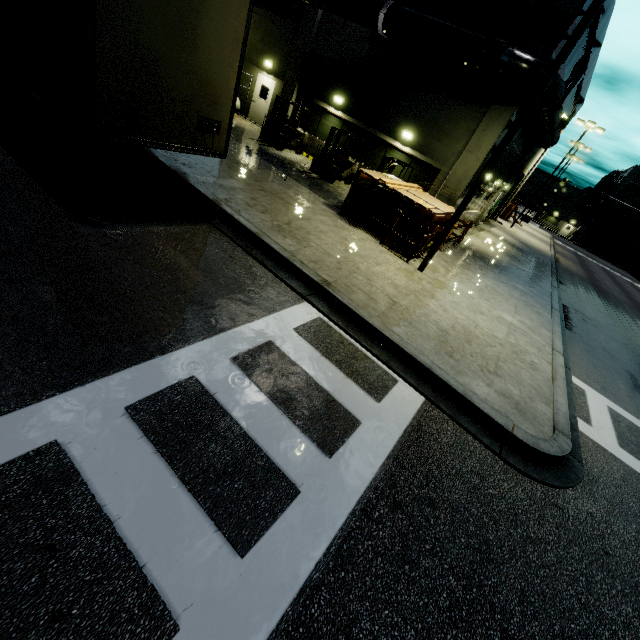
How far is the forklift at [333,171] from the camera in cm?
1444

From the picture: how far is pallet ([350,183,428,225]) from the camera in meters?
10.6

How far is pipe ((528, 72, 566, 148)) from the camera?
11.9 meters

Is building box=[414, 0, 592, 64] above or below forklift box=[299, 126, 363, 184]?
above

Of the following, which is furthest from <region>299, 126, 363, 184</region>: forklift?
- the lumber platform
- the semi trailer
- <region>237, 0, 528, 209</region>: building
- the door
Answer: the semi trailer

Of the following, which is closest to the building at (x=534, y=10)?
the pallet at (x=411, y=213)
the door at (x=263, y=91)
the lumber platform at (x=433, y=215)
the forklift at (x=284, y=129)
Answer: the door at (x=263, y=91)

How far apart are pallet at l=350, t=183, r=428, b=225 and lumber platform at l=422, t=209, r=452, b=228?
0.17m

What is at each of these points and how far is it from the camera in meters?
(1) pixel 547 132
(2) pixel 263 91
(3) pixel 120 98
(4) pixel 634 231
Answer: Answer:
(1) pipe, 17.1 m
(2) door, 19.3 m
(3) semi trailer, 4.7 m
(4) building, 59.6 m
